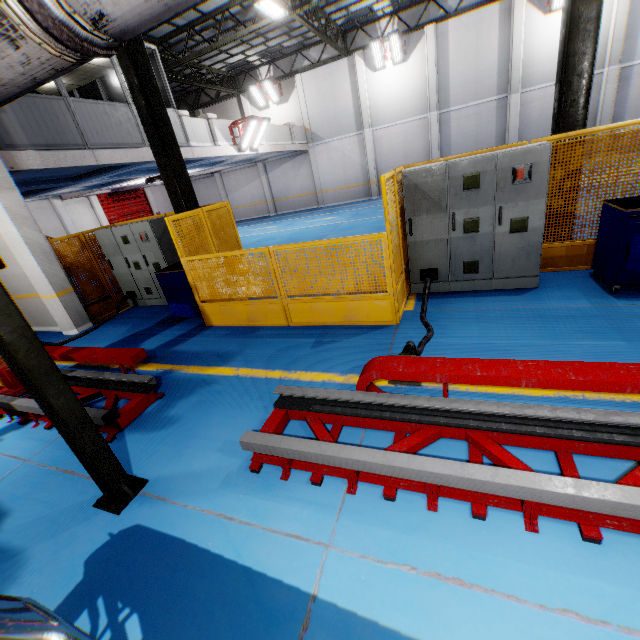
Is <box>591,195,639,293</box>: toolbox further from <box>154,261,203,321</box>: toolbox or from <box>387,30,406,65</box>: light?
<box>387,30,406,65</box>: light

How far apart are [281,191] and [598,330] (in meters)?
23.15

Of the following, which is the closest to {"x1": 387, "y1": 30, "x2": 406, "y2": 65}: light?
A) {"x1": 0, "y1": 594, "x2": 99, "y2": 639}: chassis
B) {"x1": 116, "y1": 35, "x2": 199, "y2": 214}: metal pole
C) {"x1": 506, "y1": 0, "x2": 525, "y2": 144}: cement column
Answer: {"x1": 506, "y1": 0, "x2": 525, "y2": 144}: cement column

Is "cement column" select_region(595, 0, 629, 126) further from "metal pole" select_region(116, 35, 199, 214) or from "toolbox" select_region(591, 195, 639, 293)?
"metal pole" select_region(116, 35, 199, 214)

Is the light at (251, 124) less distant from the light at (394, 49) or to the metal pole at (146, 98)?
the metal pole at (146, 98)

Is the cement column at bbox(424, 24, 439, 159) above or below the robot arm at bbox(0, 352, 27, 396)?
above

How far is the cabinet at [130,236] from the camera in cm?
788

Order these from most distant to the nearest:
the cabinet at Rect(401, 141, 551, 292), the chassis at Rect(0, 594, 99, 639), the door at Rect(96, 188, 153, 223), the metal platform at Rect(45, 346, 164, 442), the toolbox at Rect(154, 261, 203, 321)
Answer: the door at Rect(96, 188, 153, 223) < the toolbox at Rect(154, 261, 203, 321) < the cabinet at Rect(401, 141, 551, 292) < the metal platform at Rect(45, 346, 164, 442) < the chassis at Rect(0, 594, 99, 639)
